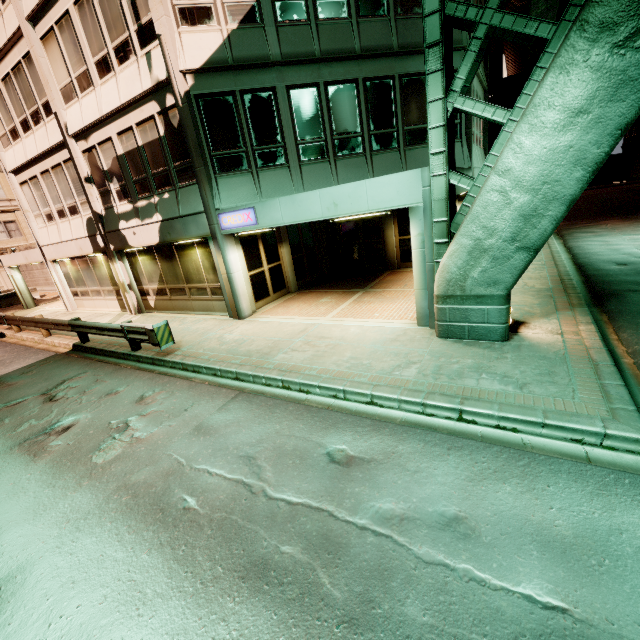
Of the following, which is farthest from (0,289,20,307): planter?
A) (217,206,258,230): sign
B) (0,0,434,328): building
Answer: (217,206,258,230): sign

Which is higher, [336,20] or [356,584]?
[336,20]

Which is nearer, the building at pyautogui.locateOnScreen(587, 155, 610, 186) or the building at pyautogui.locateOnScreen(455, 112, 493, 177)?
the building at pyautogui.locateOnScreen(455, 112, 493, 177)

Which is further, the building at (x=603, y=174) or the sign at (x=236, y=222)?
the building at (x=603, y=174)

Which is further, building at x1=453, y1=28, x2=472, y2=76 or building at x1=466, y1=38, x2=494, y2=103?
building at x1=466, y1=38, x2=494, y2=103

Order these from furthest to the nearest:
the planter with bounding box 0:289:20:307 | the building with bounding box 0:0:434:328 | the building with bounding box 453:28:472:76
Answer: the planter with bounding box 0:289:20:307 < the building with bounding box 453:28:472:76 < the building with bounding box 0:0:434:328

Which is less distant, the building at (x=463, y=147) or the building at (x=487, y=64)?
the building at (x=463, y=147)

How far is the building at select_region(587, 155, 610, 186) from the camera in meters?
40.2
